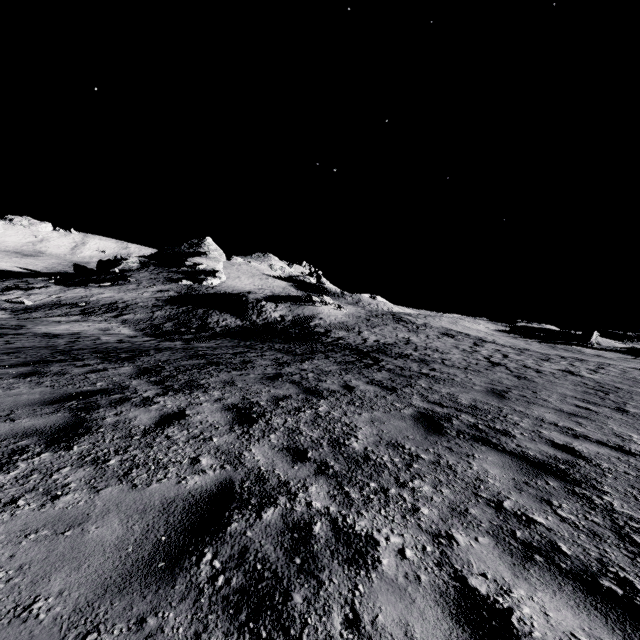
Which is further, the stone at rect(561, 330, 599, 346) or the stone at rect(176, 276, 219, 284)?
the stone at rect(176, 276, 219, 284)

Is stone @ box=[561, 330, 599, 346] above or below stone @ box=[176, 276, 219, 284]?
above

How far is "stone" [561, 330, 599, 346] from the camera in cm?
4772

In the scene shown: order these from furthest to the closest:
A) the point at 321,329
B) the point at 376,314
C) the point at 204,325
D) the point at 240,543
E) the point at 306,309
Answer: the point at 376,314 → the point at 306,309 → the point at 321,329 → the point at 204,325 → the point at 240,543

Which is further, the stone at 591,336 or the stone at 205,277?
the stone at 205,277

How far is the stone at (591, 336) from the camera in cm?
4772

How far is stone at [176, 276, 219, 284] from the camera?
54.81m
